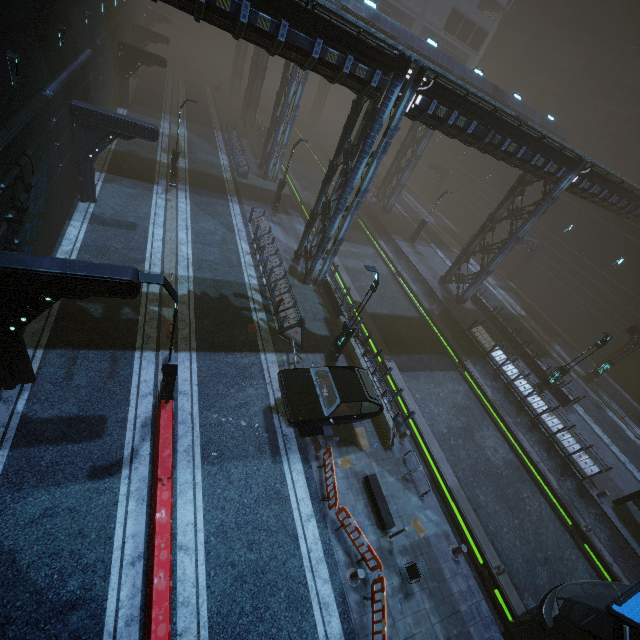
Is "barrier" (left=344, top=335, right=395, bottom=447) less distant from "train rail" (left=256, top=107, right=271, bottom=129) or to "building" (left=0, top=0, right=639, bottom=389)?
"building" (left=0, top=0, right=639, bottom=389)

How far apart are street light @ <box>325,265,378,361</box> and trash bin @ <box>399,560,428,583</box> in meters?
8.4

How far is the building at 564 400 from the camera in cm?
2107

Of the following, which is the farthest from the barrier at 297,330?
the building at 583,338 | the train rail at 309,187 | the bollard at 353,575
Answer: the bollard at 353,575

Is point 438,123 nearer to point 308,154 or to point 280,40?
point 280,40

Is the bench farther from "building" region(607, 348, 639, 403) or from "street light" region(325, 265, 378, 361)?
"street light" region(325, 265, 378, 361)

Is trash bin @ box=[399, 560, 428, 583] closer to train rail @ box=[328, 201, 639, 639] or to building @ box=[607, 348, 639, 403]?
train rail @ box=[328, 201, 639, 639]

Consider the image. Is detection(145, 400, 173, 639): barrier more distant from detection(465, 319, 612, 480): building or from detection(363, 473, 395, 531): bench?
detection(363, 473, 395, 531): bench
